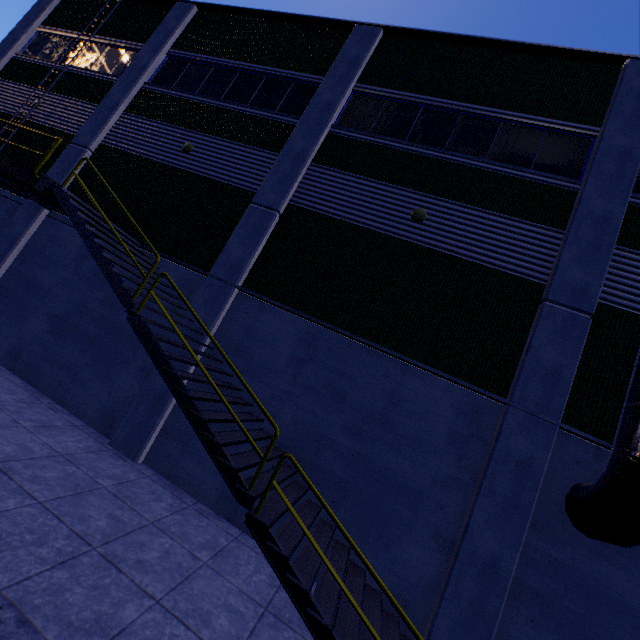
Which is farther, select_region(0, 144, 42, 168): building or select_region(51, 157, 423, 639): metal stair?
select_region(0, 144, 42, 168): building

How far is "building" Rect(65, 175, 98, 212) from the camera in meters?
10.8

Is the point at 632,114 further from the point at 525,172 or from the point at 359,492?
the point at 359,492

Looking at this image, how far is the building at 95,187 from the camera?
10.0 meters

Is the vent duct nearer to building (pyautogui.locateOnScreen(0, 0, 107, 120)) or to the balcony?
building (pyautogui.locateOnScreen(0, 0, 107, 120))

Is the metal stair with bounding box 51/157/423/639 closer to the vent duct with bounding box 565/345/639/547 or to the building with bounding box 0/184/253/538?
the building with bounding box 0/184/253/538

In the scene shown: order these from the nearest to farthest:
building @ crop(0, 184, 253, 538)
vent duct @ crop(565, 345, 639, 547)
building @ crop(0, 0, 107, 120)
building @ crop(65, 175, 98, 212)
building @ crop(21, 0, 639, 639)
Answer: vent duct @ crop(565, 345, 639, 547) < building @ crop(21, 0, 639, 639) < building @ crop(0, 184, 253, 538) < building @ crop(65, 175, 98, 212) < building @ crop(0, 0, 107, 120)

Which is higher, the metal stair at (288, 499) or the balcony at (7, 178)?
the balcony at (7, 178)
